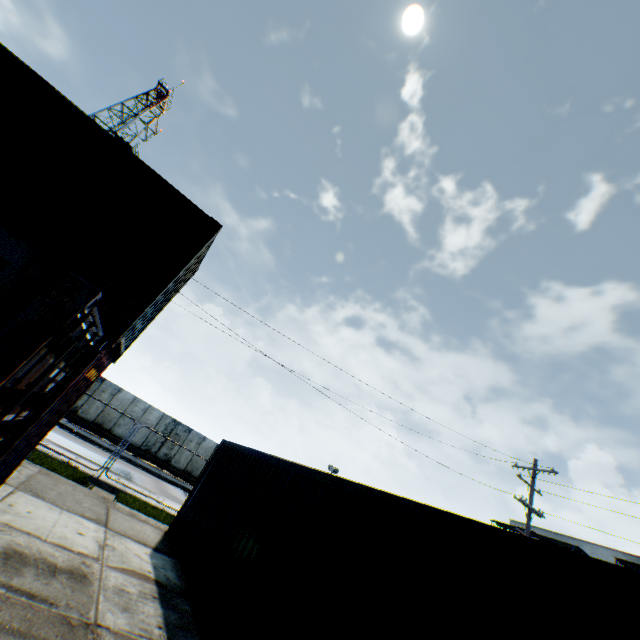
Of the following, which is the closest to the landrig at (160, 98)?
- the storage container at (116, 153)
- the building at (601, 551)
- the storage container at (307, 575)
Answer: the storage container at (116, 153)

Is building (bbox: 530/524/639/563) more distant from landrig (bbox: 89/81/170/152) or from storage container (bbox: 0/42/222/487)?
landrig (bbox: 89/81/170/152)

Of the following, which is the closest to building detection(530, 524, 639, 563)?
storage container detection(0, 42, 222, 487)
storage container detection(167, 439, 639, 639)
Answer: storage container detection(167, 439, 639, 639)

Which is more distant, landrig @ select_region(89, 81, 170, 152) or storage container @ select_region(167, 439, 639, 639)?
landrig @ select_region(89, 81, 170, 152)

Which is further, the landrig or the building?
the landrig

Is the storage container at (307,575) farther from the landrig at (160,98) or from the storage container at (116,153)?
the landrig at (160,98)

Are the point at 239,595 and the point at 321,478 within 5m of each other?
yes
